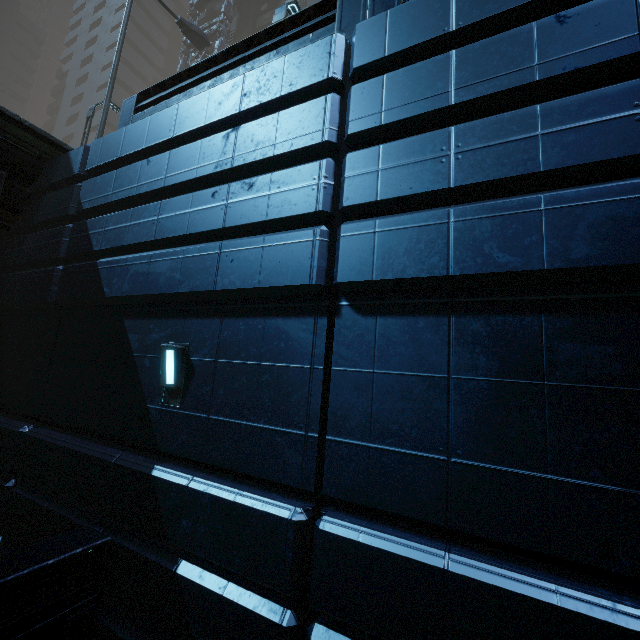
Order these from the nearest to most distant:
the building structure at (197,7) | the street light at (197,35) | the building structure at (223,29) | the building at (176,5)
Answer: the street light at (197,35), the building structure at (223,29), the building structure at (197,7), the building at (176,5)

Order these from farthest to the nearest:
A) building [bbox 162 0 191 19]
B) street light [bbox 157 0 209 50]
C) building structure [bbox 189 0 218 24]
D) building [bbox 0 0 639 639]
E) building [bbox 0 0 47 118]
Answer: building [bbox 0 0 47 118], building [bbox 162 0 191 19], building structure [bbox 189 0 218 24], street light [bbox 157 0 209 50], building [bbox 0 0 639 639]

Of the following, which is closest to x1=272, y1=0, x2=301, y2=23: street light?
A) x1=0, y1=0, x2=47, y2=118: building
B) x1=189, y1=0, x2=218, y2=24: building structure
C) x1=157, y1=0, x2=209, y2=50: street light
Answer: x1=157, y1=0, x2=209, y2=50: street light

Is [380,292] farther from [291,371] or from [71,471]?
[71,471]

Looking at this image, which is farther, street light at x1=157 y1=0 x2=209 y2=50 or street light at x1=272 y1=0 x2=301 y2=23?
street light at x1=157 y1=0 x2=209 y2=50

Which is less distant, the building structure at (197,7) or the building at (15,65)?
the building structure at (197,7)

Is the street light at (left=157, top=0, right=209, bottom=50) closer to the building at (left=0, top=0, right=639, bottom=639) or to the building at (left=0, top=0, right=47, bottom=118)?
the building at (left=0, top=0, right=639, bottom=639)

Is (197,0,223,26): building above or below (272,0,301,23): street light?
above
